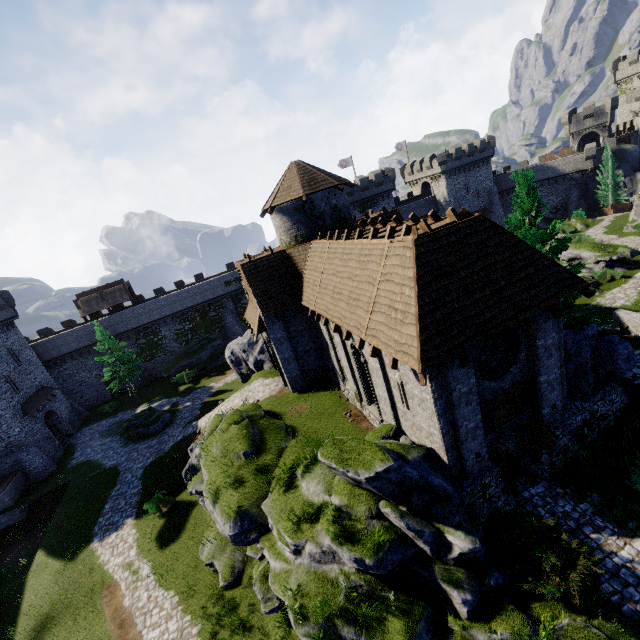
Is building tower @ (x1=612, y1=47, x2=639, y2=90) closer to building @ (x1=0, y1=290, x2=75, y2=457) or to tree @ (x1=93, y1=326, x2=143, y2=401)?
tree @ (x1=93, y1=326, x2=143, y2=401)

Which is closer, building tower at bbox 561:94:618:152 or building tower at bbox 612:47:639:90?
building tower at bbox 561:94:618:152

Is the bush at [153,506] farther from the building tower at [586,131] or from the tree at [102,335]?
the building tower at [586,131]

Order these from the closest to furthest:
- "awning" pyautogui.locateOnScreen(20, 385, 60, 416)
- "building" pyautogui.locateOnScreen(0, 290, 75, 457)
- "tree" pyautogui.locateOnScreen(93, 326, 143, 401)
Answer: "building" pyautogui.locateOnScreen(0, 290, 75, 457) < "awning" pyautogui.locateOnScreen(20, 385, 60, 416) < "tree" pyautogui.locateOnScreen(93, 326, 143, 401)

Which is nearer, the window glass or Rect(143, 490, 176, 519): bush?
the window glass

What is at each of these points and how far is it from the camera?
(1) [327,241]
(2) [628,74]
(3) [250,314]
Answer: (1) building, 17.59m
(2) building tower, 58.97m
(3) awning, 23.36m

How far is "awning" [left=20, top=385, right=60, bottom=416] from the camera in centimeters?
3109cm

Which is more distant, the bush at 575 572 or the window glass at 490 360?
the window glass at 490 360
